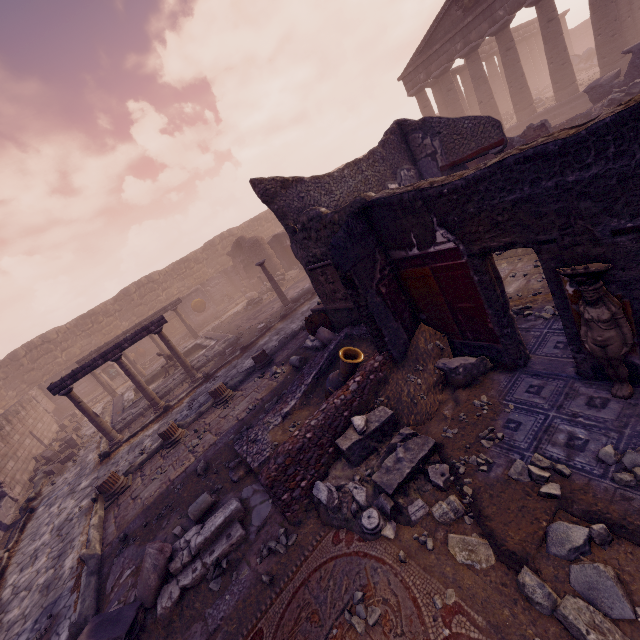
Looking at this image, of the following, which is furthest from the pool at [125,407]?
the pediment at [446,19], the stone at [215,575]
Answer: the pediment at [446,19]

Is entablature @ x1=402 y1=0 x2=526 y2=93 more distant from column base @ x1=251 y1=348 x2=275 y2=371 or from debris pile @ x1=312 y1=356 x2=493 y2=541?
column base @ x1=251 y1=348 x2=275 y2=371

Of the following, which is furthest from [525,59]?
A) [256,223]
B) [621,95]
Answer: [256,223]

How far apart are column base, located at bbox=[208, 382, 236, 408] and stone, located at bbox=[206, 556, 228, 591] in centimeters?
488cm

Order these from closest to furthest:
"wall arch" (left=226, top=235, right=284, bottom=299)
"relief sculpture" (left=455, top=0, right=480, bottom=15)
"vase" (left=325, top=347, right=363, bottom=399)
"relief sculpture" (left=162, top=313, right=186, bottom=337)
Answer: "vase" (left=325, top=347, right=363, bottom=399), "relief sculpture" (left=455, top=0, right=480, bottom=15), "wall arch" (left=226, top=235, right=284, bottom=299), "relief sculpture" (left=162, top=313, right=186, bottom=337)

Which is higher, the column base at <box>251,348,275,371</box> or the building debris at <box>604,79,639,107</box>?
the building debris at <box>604,79,639,107</box>

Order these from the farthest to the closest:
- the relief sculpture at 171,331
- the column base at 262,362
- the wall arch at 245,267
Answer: the relief sculpture at 171,331, the wall arch at 245,267, the column base at 262,362

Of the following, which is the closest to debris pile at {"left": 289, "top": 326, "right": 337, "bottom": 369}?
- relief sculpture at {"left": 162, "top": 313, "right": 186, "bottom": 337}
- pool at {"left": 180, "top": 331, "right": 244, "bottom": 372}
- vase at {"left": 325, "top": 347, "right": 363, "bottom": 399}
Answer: vase at {"left": 325, "top": 347, "right": 363, "bottom": 399}
